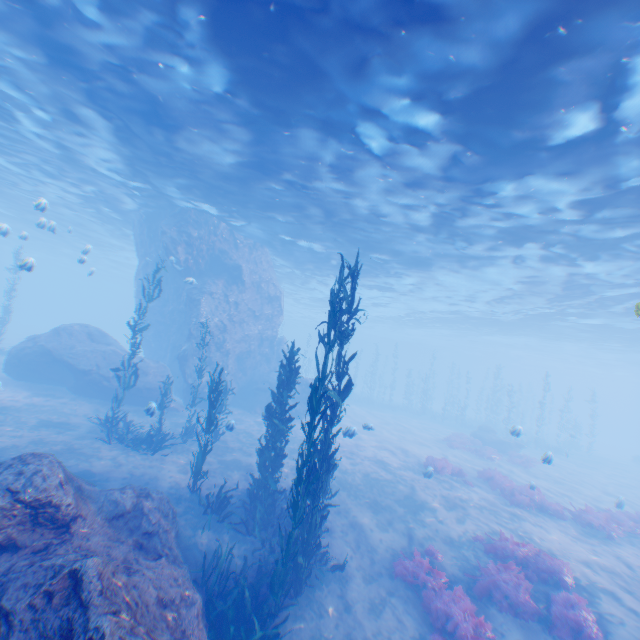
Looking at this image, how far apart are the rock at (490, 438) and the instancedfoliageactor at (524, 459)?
2.5m

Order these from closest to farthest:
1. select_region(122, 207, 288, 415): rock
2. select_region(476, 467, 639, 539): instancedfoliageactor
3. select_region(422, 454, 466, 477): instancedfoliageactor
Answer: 1. select_region(476, 467, 639, 539): instancedfoliageactor
2. select_region(422, 454, 466, 477): instancedfoliageactor
3. select_region(122, 207, 288, 415): rock

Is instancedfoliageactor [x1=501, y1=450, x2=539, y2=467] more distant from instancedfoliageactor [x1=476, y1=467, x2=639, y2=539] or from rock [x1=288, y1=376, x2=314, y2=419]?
rock [x1=288, y1=376, x2=314, y2=419]

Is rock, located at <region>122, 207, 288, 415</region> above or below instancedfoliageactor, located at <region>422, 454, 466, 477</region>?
above

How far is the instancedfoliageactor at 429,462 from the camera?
16.8m

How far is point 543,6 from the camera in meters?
6.5 m

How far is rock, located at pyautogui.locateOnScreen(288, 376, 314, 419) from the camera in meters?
23.6

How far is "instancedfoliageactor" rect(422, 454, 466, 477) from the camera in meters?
16.8 m
